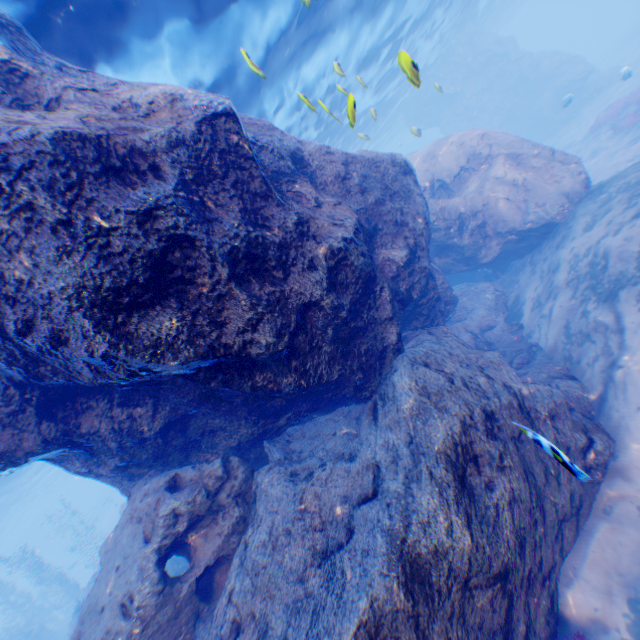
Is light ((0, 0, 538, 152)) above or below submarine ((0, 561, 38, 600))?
A: above

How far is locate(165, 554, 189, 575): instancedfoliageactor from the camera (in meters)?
12.04

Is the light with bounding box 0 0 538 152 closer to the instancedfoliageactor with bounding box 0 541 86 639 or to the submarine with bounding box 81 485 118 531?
the submarine with bounding box 81 485 118 531

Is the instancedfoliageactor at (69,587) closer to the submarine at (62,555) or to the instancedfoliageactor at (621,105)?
A: the submarine at (62,555)

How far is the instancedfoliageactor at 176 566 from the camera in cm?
1204

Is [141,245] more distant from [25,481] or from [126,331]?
[25,481]

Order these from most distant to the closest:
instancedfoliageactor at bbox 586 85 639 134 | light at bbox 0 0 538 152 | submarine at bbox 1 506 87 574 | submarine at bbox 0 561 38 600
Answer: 1. submarine at bbox 1 506 87 574
2. submarine at bbox 0 561 38 600
3. instancedfoliageactor at bbox 586 85 639 134
4. light at bbox 0 0 538 152

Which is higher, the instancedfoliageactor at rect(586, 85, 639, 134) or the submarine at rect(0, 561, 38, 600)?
the submarine at rect(0, 561, 38, 600)
